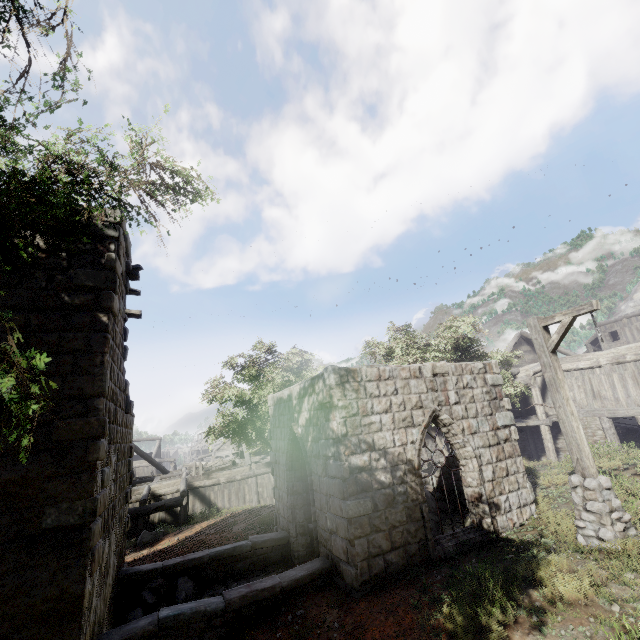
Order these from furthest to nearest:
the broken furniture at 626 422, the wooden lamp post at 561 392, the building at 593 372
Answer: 1. the broken furniture at 626 422
2. the building at 593 372
3. the wooden lamp post at 561 392

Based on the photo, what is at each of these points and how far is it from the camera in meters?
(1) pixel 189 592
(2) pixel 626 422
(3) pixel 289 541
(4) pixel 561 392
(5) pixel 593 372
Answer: (1) rubble, 8.4
(2) broken furniture, 19.2
(3) building, 10.3
(4) wooden lamp post, 7.2
(5) building, 17.0

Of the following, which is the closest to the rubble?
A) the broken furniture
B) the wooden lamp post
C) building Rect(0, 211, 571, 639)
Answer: building Rect(0, 211, 571, 639)

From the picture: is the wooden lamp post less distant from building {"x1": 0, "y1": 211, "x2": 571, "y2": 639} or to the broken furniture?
building {"x1": 0, "y1": 211, "x2": 571, "y2": 639}

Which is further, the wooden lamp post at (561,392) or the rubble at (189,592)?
the rubble at (189,592)

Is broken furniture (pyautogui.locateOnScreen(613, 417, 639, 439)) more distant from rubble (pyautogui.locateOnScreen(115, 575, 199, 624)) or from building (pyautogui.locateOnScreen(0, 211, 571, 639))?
rubble (pyautogui.locateOnScreen(115, 575, 199, 624))
